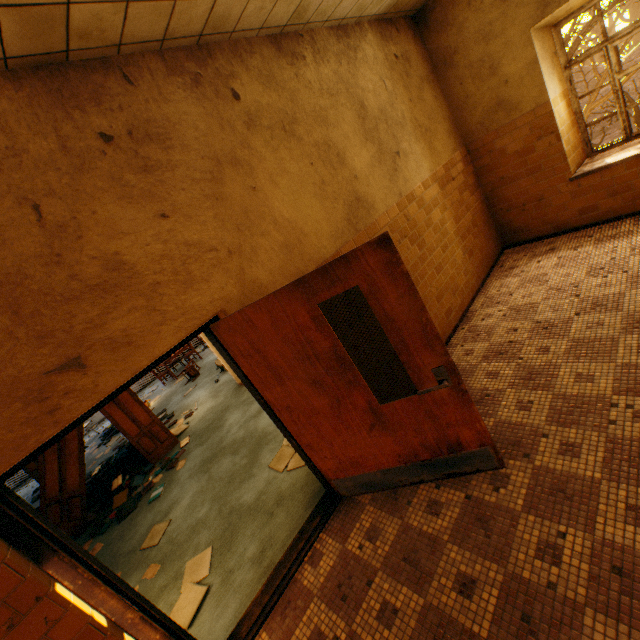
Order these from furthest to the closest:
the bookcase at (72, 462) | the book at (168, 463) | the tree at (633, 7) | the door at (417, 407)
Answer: the tree at (633, 7)
the book at (168, 463)
the bookcase at (72, 462)
the door at (417, 407)

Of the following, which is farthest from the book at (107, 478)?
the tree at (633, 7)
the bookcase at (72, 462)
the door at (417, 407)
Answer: the tree at (633, 7)

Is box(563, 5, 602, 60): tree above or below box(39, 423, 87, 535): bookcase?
above

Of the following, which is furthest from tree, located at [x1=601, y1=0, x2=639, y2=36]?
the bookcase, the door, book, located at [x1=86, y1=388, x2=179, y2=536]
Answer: the bookcase

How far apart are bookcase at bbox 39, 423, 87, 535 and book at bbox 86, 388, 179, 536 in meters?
0.0

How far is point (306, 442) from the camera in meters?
2.9 m
